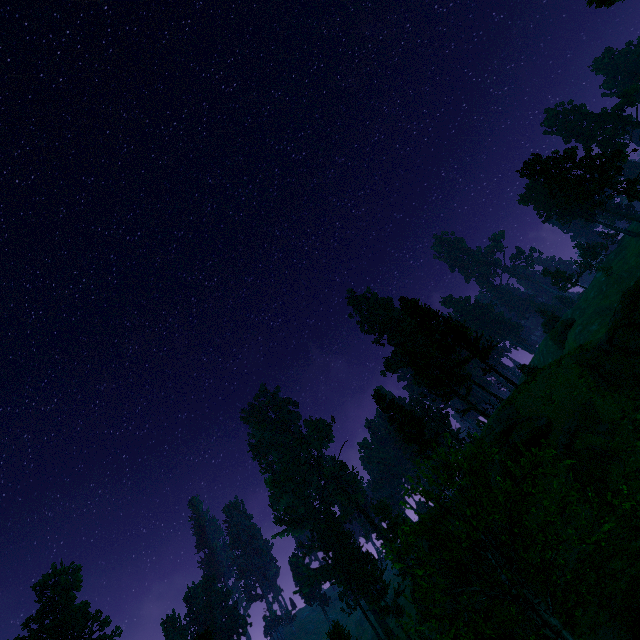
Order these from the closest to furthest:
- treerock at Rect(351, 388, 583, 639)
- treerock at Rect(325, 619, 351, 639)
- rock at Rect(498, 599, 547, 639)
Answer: treerock at Rect(351, 388, 583, 639), rock at Rect(498, 599, 547, 639), treerock at Rect(325, 619, 351, 639)

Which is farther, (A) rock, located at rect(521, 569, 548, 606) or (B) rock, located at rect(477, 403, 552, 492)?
(B) rock, located at rect(477, 403, 552, 492)

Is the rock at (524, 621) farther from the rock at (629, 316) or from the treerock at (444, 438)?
the rock at (629, 316)

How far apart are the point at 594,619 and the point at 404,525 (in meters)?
49.38

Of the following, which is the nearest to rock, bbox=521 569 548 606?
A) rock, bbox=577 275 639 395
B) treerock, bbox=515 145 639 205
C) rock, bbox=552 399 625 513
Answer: rock, bbox=552 399 625 513

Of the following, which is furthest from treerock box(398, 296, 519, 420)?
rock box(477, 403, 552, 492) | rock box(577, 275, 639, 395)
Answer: rock box(577, 275, 639, 395)

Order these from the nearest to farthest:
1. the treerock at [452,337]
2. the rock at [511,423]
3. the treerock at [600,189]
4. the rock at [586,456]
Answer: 1. the rock at [586,456]
2. the rock at [511,423]
3. the treerock at [452,337]
4. the treerock at [600,189]

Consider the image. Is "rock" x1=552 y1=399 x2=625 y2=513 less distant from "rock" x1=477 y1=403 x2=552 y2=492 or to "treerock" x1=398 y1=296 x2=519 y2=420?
"rock" x1=477 y1=403 x2=552 y2=492
